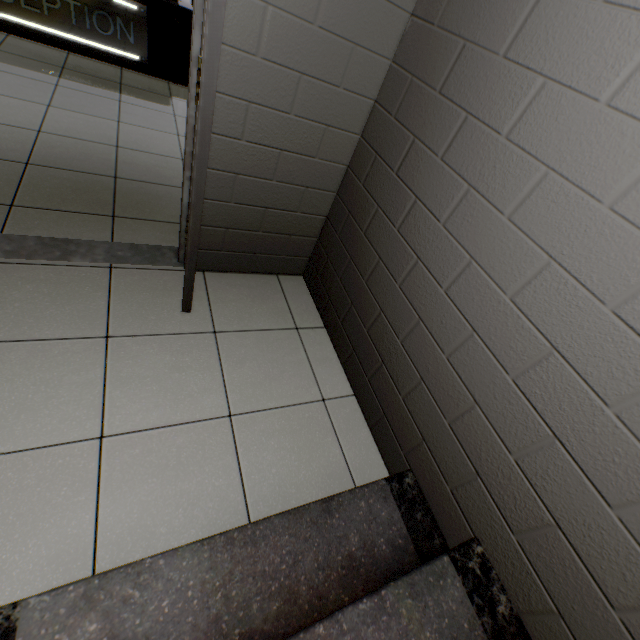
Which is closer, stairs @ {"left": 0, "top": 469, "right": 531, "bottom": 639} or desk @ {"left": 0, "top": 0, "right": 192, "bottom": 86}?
stairs @ {"left": 0, "top": 469, "right": 531, "bottom": 639}

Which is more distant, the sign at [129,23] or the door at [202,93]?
the sign at [129,23]

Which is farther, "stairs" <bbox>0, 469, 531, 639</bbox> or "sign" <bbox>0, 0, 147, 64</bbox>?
"sign" <bbox>0, 0, 147, 64</bbox>

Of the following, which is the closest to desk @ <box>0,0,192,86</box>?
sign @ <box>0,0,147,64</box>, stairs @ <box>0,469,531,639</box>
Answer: sign @ <box>0,0,147,64</box>

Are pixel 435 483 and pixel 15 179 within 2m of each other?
no

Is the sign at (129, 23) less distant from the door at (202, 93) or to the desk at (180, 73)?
the desk at (180, 73)

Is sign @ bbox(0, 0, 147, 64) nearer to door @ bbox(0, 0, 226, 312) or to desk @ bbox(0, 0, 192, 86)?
desk @ bbox(0, 0, 192, 86)
